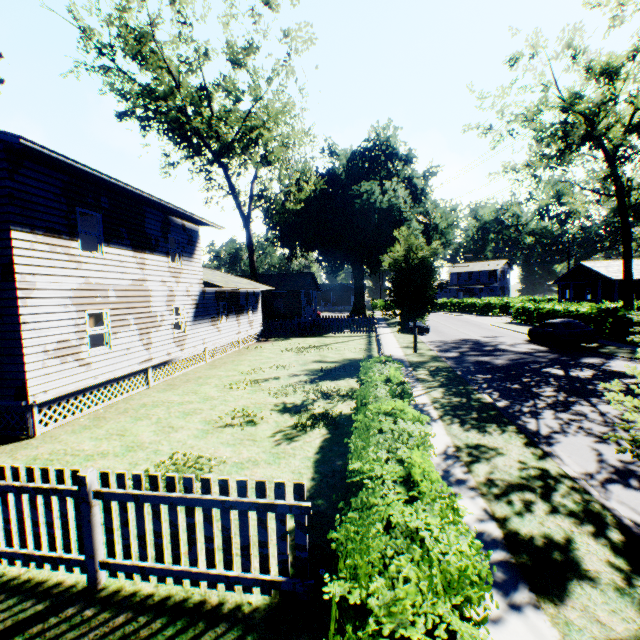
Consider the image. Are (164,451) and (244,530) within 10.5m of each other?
yes

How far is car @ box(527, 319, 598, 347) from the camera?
19.6m

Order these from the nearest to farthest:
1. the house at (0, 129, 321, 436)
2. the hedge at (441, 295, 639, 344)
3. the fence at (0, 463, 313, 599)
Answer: the fence at (0, 463, 313, 599)
the house at (0, 129, 321, 436)
the hedge at (441, 295, 639, 344)

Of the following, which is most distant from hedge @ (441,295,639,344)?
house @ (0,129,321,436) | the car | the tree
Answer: house @ (0,129,321,436)

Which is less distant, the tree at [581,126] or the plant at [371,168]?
the tree at [581,126]

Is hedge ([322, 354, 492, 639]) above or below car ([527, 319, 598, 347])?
above

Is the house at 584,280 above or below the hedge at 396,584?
above

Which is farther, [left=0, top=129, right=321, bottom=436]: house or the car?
the car
